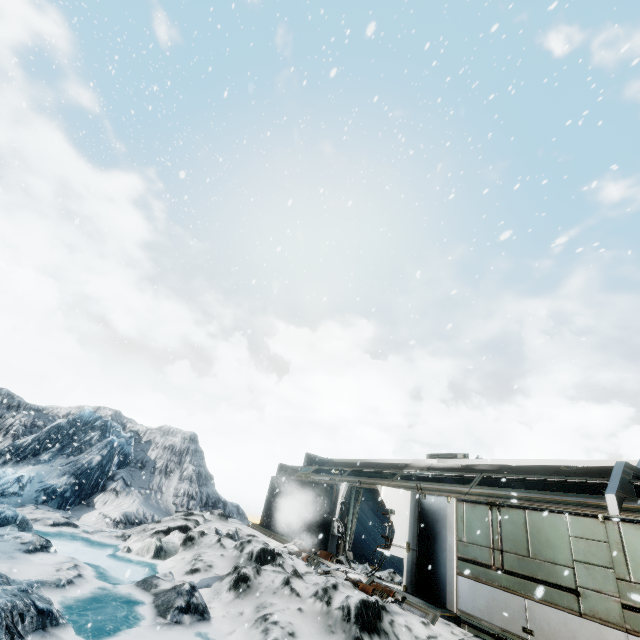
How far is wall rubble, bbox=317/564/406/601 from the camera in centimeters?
865cm

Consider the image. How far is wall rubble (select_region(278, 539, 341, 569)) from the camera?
11.40m

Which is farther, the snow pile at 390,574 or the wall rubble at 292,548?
the wall rubble at 292,548

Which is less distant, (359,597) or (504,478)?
(359,597)

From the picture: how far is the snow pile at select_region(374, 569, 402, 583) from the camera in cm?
1080

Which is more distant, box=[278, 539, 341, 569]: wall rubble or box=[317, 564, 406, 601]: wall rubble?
box=[278, 539, 341, 569]: wall rubble

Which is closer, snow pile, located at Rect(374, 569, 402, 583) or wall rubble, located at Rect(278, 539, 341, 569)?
snow pile, located at Rect(374, 569, 402, 583)

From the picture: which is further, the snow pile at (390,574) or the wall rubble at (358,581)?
the snow pile at (390,574)
